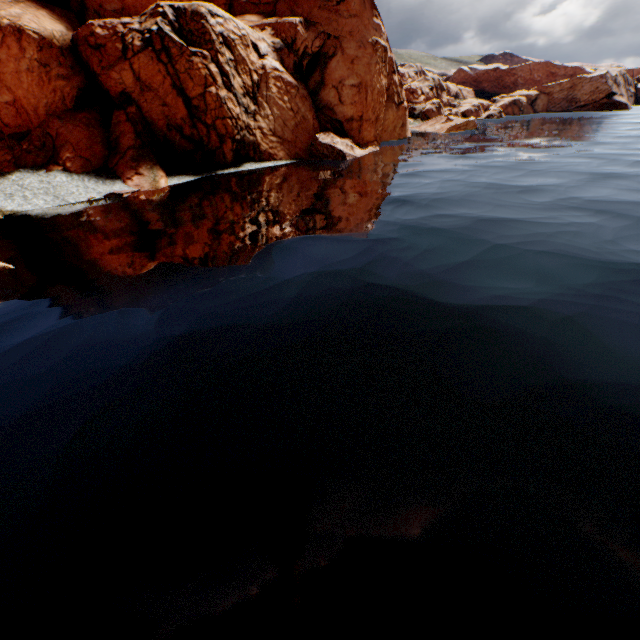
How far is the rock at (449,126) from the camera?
58.8m

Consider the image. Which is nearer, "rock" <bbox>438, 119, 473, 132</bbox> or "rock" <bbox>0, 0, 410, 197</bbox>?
"rock" <bbox>0, 0, 410, 197</bbox>

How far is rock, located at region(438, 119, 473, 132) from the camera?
58.8 meters

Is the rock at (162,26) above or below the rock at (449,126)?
above

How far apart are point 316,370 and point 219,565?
5.0m

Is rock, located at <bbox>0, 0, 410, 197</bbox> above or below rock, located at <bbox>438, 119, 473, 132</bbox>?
above
